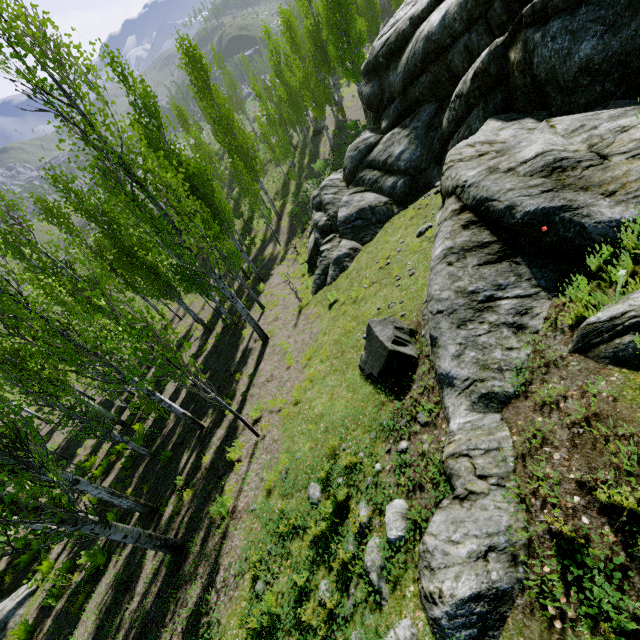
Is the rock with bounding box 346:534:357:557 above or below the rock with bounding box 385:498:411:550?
below

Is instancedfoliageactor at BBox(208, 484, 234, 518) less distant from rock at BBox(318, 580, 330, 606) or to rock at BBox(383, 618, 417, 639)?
rock at BBox(318, 580, 330, 606)

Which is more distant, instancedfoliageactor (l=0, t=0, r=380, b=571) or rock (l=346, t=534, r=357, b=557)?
instancedfoliageactor (l=0, t=0, r=380, b=571)

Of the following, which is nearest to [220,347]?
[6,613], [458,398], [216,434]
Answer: [216,434]

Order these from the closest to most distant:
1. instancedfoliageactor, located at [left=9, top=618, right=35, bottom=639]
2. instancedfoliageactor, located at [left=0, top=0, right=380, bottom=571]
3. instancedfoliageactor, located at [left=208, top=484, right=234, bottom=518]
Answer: instancedfoliageactor, located at [left=0, top=0, right=380, bottom=571] → instancedfoliageactor, located at [left=208, top=484, right=234, bottom=518] → instancedfoliageactor, located at [left=9, top=618, right=35, bottom=639]

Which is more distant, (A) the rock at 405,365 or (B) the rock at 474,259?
(A) the rock at 405,365

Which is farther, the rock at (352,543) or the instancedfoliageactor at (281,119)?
the instancedfoliageactor at (281,119)
